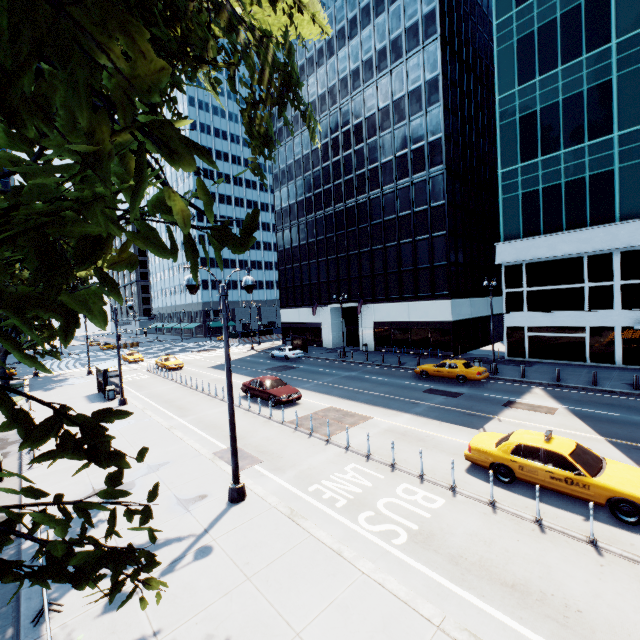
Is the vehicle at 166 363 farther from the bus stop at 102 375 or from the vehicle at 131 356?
the bus stop at 102 375

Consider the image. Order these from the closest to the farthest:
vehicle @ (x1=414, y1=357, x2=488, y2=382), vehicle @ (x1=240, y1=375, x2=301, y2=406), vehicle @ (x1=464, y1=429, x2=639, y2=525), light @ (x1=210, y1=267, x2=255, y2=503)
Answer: vehicle @ (x1=464, y1=429, x2=639, y2=525)
light @ (x1=210, y1=267, x2=255, y2=503)
vehicle @ (x1=240, y1=375, x2=301, y2=406)
vehicle @ (x1=414, y1=357, x2=488, y2=382)

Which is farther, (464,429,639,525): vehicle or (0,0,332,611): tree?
(464,429,639,525): vehicle

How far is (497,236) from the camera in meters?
42.7

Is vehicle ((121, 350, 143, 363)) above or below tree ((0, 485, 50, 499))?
below

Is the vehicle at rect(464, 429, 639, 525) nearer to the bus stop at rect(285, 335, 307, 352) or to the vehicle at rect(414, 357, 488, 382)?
the vehicle at rect(414, 357, 488, 382)

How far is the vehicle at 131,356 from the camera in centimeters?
4275cm

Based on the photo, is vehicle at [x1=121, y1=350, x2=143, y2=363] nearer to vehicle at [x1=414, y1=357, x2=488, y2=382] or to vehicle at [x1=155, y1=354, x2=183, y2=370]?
vehicle at [x1=155, y1=354, x2=183, y2=370]
